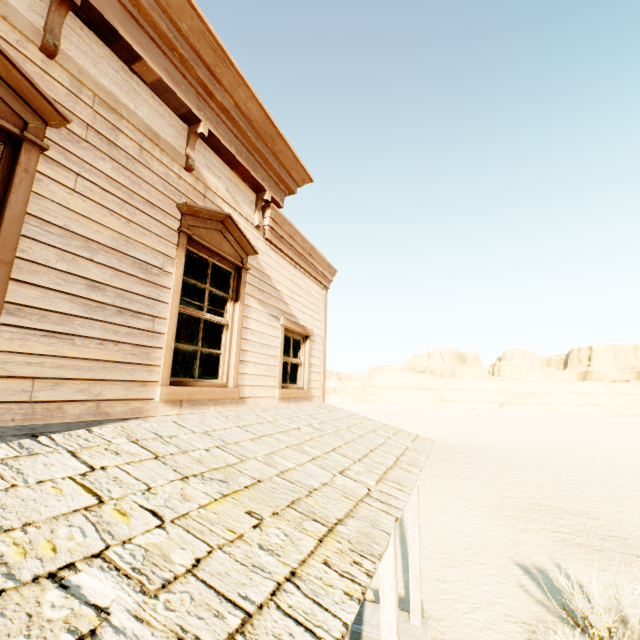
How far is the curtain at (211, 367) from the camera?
4.1 meters

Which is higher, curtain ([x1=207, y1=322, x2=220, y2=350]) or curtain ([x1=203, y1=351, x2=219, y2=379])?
curtain ([x1=207, y1=322, x2=220, y2=350])

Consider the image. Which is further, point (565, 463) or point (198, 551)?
point (565, 463)

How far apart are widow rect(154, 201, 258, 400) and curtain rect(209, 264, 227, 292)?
0.02m

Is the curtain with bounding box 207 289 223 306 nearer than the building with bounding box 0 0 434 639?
No

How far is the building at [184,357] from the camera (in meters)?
8.39

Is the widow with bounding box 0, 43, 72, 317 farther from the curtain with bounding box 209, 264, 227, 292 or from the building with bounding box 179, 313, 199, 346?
the curtain with bounding box 209, 264, 227, 292

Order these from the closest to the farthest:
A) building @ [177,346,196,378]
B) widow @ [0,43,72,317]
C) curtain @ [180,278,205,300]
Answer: widow @ [0,43,72,317] < curtain @ [180,278,205,300] < building @ [177,346,196,378]
